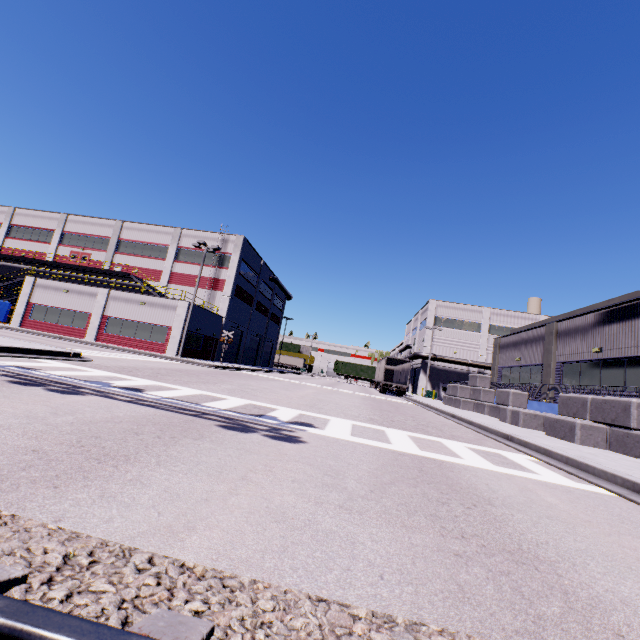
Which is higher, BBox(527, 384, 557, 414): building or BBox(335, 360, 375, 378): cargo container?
BBox(335, 360, 375, 378): cargo container

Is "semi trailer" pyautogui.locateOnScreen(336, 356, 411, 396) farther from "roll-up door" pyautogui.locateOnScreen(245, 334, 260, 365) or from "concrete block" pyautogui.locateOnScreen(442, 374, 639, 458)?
"concrete block" pyautogui.locateOnScreen(442, 374, 639, 458)

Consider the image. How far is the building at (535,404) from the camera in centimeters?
1602cm

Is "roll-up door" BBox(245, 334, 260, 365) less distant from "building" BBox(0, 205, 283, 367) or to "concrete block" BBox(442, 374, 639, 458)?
"building" BBox(0, 205, 283, 367)

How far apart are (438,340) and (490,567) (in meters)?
49.65

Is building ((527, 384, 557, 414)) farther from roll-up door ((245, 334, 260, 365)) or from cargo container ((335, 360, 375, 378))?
cargo container ((335, 360, 375, 378))

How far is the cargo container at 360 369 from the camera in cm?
5409

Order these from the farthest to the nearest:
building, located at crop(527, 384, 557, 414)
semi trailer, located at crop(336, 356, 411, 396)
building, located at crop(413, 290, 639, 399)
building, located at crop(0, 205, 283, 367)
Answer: semi trailer, located at crop(336, 356, 411, 396) → building, located at crop(0, 205, 283, 367) → building, located at crop(527, 384, 557, 414) → building, located at crop(413, 290, 639, 399)
